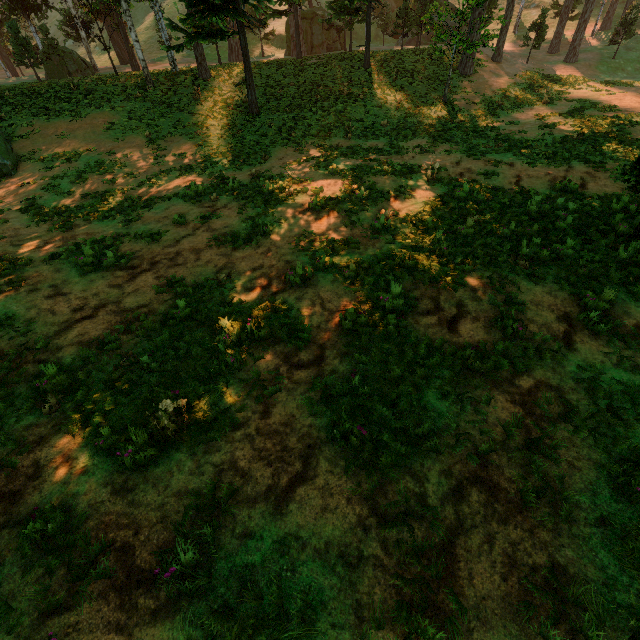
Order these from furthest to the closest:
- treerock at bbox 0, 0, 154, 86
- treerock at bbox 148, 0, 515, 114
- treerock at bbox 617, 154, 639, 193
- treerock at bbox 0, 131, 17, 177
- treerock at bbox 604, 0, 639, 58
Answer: treerock at bbox 604, 0, 639, 58
treerock at bbox 0, 0, 154, 86
treerock at bbox 148, 0, 515, 114
treerock at bbox 0, 131, 17, 177
treerock at bbox 617, 154, 639, 193

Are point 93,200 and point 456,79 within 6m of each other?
no

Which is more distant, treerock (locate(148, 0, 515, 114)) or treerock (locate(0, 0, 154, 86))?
treerock (locate(0, 0, 154, 86))

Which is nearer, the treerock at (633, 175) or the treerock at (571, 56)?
the treerock at (633, 175)

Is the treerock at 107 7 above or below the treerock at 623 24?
above
